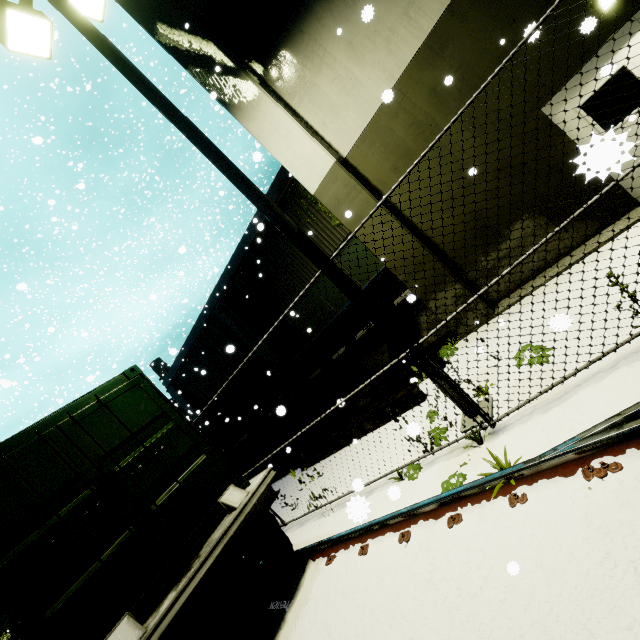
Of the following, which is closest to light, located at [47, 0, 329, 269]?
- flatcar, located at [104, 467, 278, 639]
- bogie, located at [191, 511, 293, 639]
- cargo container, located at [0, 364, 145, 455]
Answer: cargo container, located at [0, 364, 145, 455]

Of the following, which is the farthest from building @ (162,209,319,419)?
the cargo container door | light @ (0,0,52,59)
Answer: light @ (0,0,52,59)

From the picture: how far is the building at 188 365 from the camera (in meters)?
11.62

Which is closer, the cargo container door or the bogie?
the cargo container door

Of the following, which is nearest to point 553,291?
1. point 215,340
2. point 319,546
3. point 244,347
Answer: point 319,546

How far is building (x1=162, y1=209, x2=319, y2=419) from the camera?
11.62m

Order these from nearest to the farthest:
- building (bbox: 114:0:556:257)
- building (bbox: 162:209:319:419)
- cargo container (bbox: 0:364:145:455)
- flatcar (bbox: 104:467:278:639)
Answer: flatcar (bbox: 104:467:278:639) < cargo container (bbox: 0:364:145:455) < building (bbox: 114:0:556:257) < building (bbox: 162:209:319:419)

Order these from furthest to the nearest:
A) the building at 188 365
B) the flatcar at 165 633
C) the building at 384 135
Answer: the building at 188 365 → the building at 384 135 → the flatcar at 165 633
